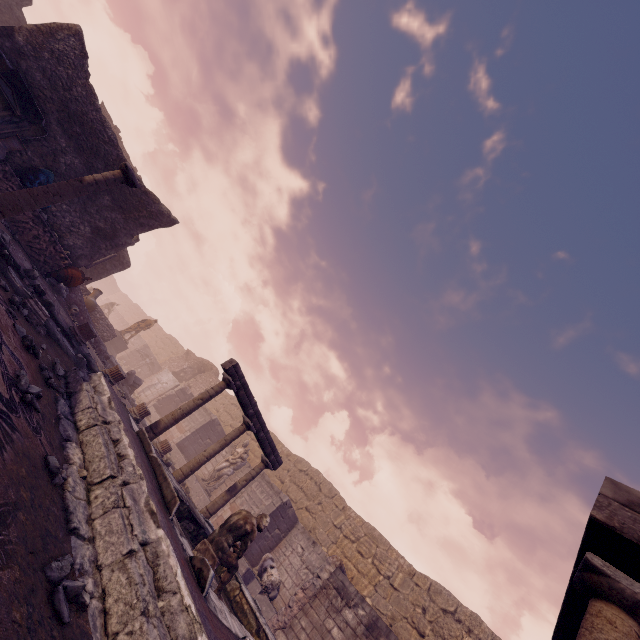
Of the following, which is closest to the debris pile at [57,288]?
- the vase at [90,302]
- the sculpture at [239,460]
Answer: the vase at [90,302]

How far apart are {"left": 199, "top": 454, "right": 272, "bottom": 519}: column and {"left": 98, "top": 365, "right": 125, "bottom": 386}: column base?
4.1m

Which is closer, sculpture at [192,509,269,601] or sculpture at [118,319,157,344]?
sculpture at [192,509,269,601]

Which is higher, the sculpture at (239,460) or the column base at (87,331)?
the sculpture at (239,460)

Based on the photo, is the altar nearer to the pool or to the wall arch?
the pool

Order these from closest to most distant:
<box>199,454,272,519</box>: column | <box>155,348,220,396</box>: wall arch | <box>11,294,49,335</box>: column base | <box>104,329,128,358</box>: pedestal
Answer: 1. <box>11,294,49,335</box>: column base
2. <box>199,454,272,519</box>: column
3. <box>104,329,128,358</box>: pedestal
4. <box>155,348,220,396</box>: wall arch

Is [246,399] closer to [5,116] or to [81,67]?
[5,116]

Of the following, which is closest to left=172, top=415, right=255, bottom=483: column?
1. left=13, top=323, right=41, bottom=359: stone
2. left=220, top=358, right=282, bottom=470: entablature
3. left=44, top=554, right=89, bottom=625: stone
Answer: left=220, top=358, right=282, bottom=470: entablature
